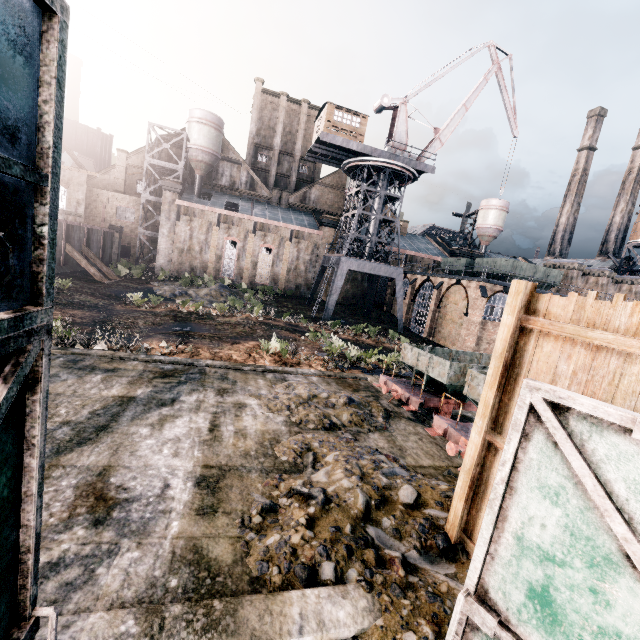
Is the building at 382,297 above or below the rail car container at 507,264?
below

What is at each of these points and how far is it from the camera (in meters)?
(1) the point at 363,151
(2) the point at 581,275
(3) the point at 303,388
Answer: (1) crane, 34.09
(2) chimney, 44.75
(3) stone debris, 11.95

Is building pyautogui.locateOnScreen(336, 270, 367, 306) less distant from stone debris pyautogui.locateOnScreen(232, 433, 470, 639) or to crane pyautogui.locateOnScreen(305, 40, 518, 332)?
crane pyautogui.locateOnScreen(305, 40, 518, 332)

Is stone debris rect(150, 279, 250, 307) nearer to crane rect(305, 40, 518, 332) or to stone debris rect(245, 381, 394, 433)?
crane rect(305, 40, 518, 332)

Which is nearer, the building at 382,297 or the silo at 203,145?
the silo at 203,145

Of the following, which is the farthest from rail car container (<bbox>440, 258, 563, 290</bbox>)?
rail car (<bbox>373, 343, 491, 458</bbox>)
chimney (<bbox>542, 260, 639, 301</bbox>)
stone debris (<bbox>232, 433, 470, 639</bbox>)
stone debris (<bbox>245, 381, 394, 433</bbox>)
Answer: stone debris (<bbox>232, 433, 470, 639</bbox>)

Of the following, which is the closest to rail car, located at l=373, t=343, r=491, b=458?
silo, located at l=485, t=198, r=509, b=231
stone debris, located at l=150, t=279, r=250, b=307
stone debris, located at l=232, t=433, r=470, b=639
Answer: stone debris, located at l=232, t=433, r=470, b=639

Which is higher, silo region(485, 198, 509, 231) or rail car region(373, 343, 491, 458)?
silo region(485, 198, 509, 231)
